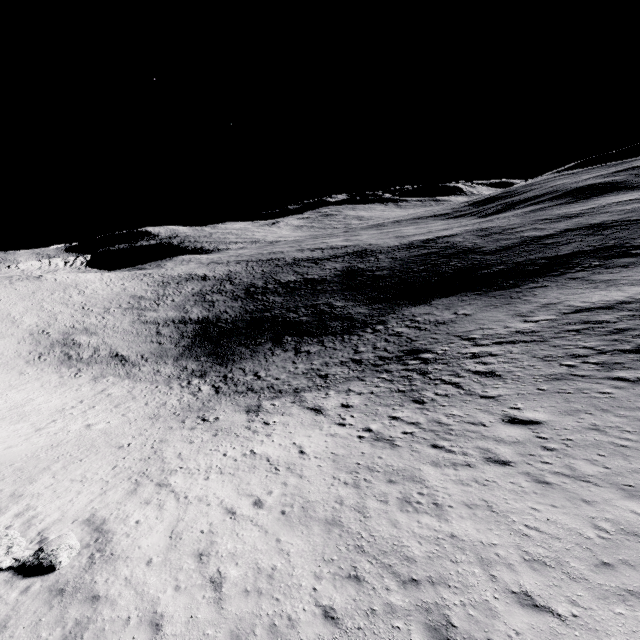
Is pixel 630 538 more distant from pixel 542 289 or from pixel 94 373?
pixel 94 373
